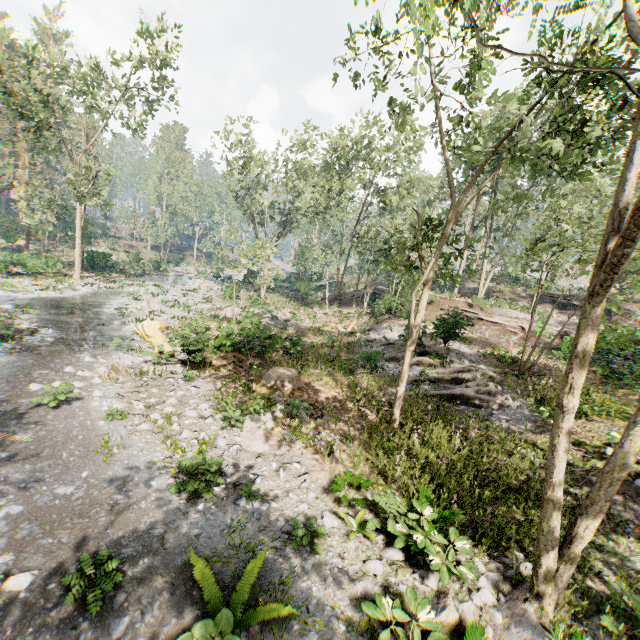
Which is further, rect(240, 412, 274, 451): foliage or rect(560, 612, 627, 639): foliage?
rect(240, 412, 274, 451): foliage

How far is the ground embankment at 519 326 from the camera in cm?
1859

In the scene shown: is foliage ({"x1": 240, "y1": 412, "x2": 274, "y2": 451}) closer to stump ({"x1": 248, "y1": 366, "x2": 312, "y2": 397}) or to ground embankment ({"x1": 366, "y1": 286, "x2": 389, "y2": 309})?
ground embankment ({"x1": 366, "y1": 286, "x2": 389, "y2": 309})

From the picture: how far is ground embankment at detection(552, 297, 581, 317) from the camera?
31.6 meters

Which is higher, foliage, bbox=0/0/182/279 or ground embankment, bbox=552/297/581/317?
foliage, bbox=0/0/182/279

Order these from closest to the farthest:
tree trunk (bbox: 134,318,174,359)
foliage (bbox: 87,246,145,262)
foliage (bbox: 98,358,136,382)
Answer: foliage (bbox: 98,358,136,382), tree trunk (bbox: 134,318,174,359), foliage (bbox: 87,246,145,262)

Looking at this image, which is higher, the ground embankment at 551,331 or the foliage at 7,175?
the foliage at 7,175

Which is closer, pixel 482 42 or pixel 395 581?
pixel 395 581
